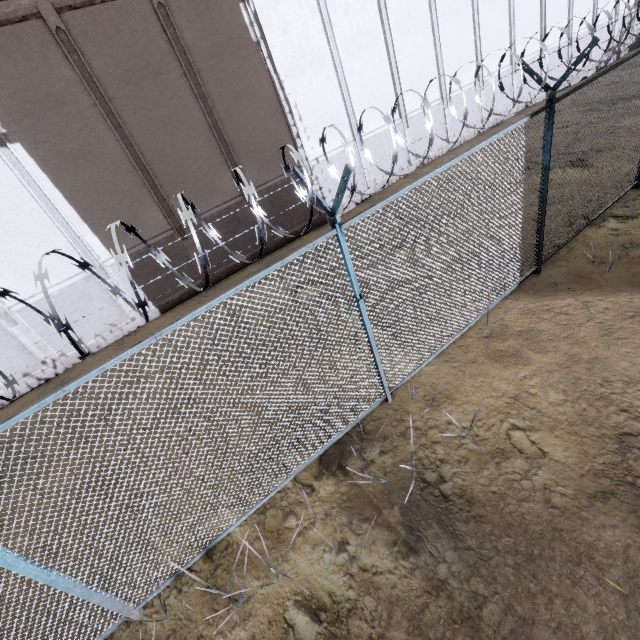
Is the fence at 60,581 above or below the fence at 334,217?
below

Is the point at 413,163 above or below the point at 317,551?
above

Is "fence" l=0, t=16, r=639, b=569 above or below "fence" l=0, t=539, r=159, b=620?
above
